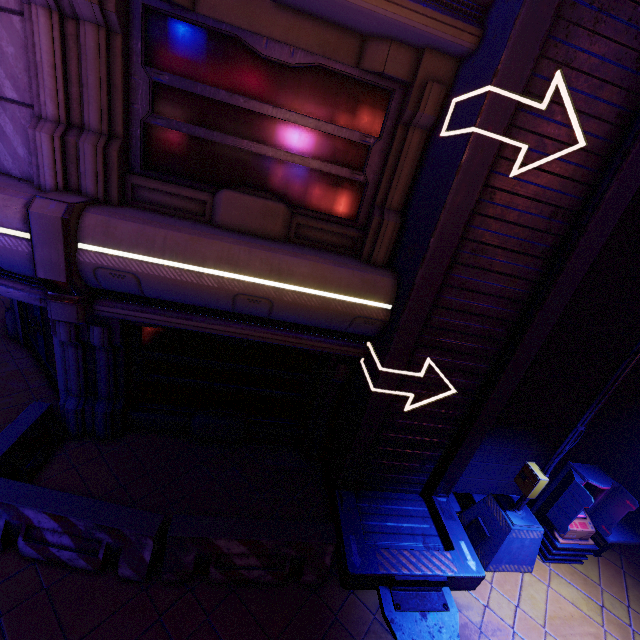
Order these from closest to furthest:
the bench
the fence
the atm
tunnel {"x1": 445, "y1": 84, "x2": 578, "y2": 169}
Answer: tunnel {"x1": 445, "y1": 84, "x2": 578, "y2": 169} < the fence < the atm < the bench

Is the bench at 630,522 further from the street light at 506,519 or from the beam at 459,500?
the street light at 506,519

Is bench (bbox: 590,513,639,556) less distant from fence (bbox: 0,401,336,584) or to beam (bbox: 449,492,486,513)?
beam (bbox: 449,492,486,513)

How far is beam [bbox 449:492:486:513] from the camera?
7.0 meters

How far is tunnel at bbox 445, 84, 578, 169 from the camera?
3.7m

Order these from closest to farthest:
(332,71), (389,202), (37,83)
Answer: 1. (37,83)
2. (332,71)
3. (389,202)

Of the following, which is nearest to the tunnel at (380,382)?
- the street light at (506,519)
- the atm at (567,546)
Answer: the street light at (506,519)

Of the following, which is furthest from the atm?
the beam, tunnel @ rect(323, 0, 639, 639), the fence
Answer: the fence
